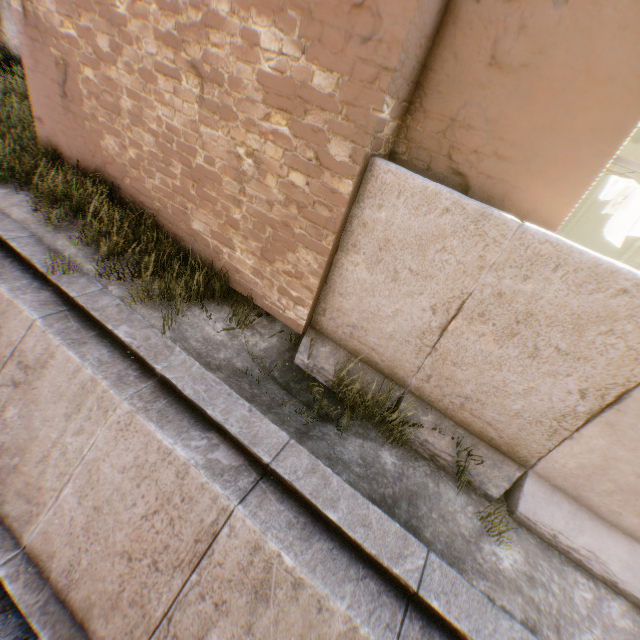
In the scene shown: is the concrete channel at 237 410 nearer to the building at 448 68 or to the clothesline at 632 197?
the building at 448 68

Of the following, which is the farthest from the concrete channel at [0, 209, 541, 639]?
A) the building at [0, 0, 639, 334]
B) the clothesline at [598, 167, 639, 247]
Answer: the clothesline at [598, 167, 639, 247]

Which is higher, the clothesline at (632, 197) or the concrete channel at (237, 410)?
the clothesline at (632, 197)

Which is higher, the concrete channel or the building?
the building

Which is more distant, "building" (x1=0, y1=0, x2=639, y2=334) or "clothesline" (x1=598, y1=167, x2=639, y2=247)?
"clothesline" (x1=598, y1=167, x2=639, y2=247)

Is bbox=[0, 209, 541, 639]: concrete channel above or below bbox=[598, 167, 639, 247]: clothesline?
below

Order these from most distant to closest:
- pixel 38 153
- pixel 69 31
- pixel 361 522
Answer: pixel 38 153 → pixel 69 31 → pixel 361 522
